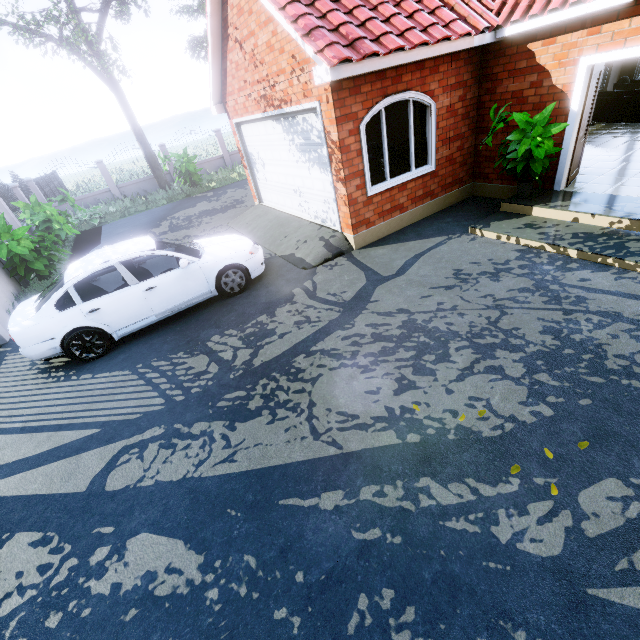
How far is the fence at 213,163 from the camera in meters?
19.1 m

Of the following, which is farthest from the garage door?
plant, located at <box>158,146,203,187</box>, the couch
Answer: the couch

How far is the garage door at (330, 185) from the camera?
6.20m

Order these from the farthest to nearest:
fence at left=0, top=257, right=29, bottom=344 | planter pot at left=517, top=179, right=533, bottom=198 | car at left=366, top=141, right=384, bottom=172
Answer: car at left=366, top=141, right=384, bottom=172 → fence at left=0, top=257, right=29, bottom=344 → planter pot at left=517, top=179, right=533, bottom=198

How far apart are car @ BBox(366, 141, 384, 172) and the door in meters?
5.4 m

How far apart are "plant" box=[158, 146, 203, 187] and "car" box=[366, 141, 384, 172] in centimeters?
842cm

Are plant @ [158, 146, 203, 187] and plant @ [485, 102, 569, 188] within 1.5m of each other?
no

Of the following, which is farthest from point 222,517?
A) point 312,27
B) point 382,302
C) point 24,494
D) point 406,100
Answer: point 406,100
